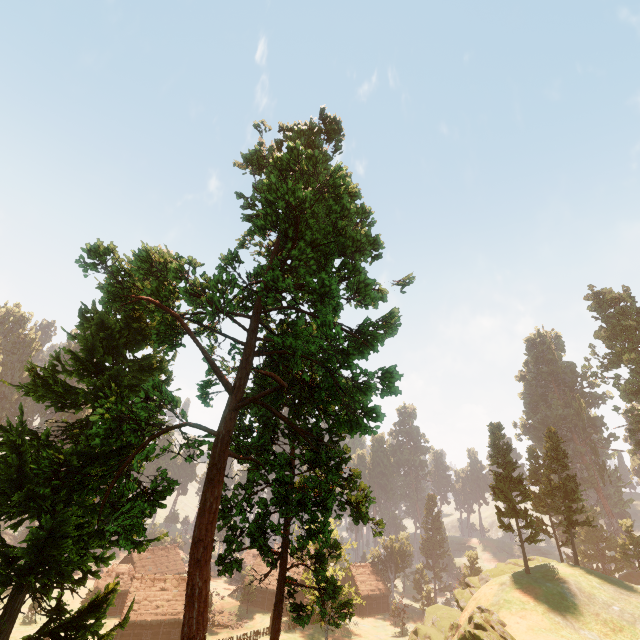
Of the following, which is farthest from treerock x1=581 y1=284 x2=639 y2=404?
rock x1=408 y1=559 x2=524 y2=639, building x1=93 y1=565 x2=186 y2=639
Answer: rock x1=408 y1=559 x2=524 y2=639

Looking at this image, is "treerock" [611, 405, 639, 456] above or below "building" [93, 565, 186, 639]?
above

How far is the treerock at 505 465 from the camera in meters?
37.9

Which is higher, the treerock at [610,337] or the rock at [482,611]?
the treerock at [610,337]

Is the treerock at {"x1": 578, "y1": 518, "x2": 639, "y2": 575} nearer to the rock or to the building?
the building

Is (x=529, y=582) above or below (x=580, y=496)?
below
